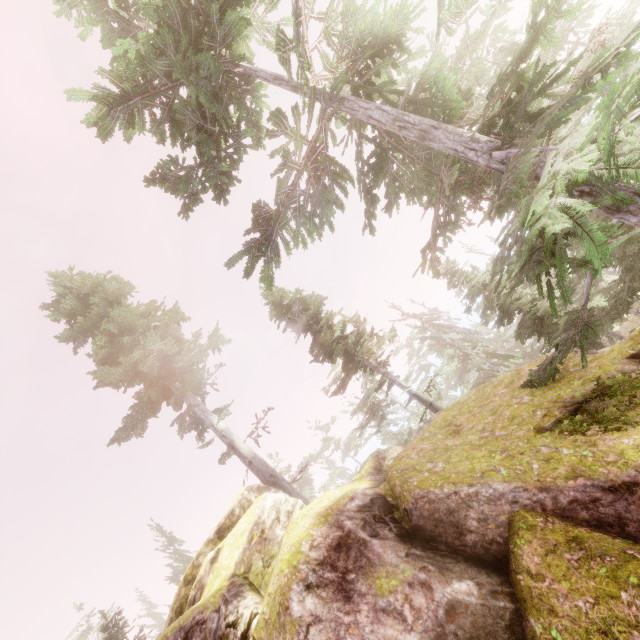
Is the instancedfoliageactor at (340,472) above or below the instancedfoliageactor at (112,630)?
below

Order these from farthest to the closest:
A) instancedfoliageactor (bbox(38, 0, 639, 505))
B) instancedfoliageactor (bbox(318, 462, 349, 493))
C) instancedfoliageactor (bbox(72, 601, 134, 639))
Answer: instancedfoliageactor (bbox(318, 462, 349, 493)) → instancedfoliageactor (bbox(72, 601, 134, 639)) → instancedfoliageactor (bbox(38, 0, 639, 505))

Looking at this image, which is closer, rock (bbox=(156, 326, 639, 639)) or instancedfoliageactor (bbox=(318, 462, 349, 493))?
rock (bbox=(156, 326, 639, 639))

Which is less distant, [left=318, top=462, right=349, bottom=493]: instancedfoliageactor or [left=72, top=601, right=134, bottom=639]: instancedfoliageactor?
[left=72, top=601, right=134, bottom=639]: instancedfoliageactor

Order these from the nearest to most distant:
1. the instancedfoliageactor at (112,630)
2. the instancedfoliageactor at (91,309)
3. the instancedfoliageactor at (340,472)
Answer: the instancedfoliageactor at (91,309), the instancedfoliageactor at (112,630), the instancedfoliageactor at (340,472)

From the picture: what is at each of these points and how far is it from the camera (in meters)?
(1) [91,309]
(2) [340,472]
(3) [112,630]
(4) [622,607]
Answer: (1) instancedfoliageactor, 19.88
(2) instancedfoliageactor, 57.00
(3) instancedfoliageactor, 17.02
(4) rock, 4.34

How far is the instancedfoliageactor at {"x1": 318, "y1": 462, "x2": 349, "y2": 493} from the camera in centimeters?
3612cm
